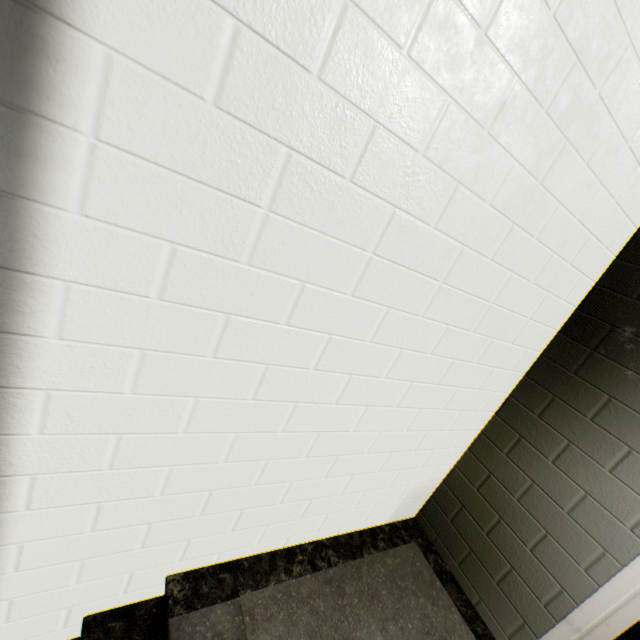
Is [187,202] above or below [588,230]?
below
